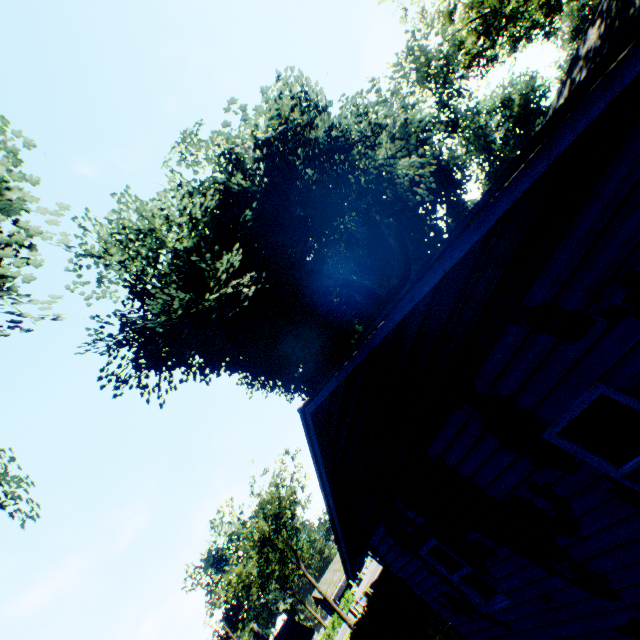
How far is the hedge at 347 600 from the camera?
51.03m

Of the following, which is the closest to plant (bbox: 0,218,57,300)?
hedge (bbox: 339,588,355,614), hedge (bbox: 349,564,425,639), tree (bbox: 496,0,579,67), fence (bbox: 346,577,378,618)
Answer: hedge (bbox: 349,564,425,639)

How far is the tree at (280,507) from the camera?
34.78m

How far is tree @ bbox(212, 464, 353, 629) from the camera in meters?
34.8 m

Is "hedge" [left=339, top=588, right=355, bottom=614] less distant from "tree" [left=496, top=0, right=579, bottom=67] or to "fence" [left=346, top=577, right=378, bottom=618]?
"fence" [left=346, top=577, right=378, bottom=618]

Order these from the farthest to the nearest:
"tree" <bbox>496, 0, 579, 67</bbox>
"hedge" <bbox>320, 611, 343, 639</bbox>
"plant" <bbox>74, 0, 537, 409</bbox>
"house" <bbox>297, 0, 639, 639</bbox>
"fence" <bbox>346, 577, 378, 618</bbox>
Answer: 1. "hedge" <bbox>320, 611, 343, 639</bbox>
2. "tree" <bbox>496, 0, 579, 67</bbox>
3. "fence" <bbox>346, 577, 378, 618</bbox>
4. "plant" <bbox>74, 0, 537, 409</bbox>
5. "house" <bbox>297, 0, 639, 639</bbox>

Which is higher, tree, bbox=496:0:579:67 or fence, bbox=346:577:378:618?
tree, bbox=496:0:579:67

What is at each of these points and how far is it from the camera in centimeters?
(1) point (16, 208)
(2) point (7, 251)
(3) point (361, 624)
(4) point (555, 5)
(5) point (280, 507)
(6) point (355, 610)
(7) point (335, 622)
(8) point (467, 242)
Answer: (1) plant, 601cm
(2) plant, 662cm
(3) hedge, 1375cm
(4) tree, 3572cm
(5) tree, 3659cm
(6) fence, 3675cm
(7) hedge, 4969cm
(8) house, 279cm
